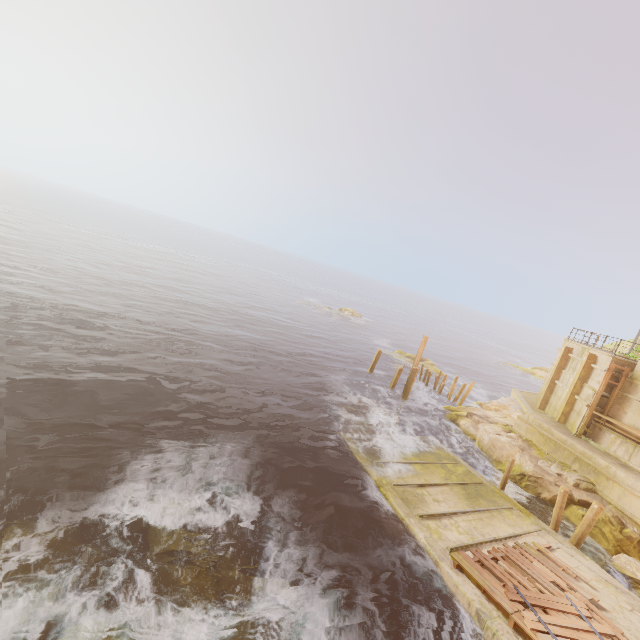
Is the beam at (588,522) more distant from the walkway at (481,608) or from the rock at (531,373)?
the rock at (531,373)

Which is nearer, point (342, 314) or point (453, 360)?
point (453, 360)

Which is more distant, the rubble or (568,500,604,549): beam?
the rubble

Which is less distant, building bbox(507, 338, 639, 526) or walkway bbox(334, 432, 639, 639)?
walkway bbox(334, 432, 639, 639)

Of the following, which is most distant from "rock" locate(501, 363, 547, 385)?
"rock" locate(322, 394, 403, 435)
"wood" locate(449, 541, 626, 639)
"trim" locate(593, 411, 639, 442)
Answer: "wood" locate(449, 541, 626, 639)

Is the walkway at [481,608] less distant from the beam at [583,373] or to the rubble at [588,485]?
→ the rubble at [588,485]

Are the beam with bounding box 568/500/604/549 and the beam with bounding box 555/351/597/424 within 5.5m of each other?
no

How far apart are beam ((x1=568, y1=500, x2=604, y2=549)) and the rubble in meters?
3.1
